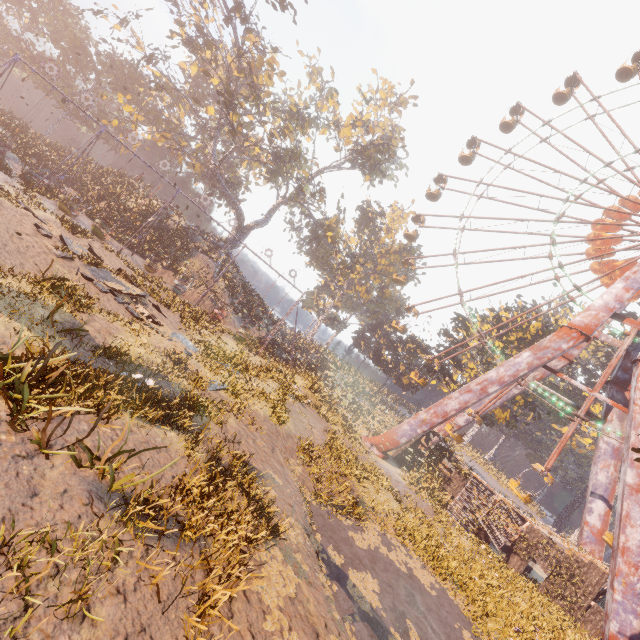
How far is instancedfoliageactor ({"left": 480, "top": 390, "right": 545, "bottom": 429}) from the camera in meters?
32.1 m

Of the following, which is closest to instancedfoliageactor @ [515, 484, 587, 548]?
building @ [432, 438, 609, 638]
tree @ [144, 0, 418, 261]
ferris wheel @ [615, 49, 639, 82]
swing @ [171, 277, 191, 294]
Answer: building @ [432, 438, 609, 638]

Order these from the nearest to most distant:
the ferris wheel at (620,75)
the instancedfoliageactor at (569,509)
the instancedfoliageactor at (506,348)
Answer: the instancedfoliageactor at (569,509), the ferris wheel at (620,75), the instancedfoliageactor at (506,348)

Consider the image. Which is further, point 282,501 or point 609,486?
point 609,486

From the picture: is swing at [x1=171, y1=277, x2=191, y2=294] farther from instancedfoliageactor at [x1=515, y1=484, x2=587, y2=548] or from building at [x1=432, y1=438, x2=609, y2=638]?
building at [x1=432, y1=438, x2=609, y2=638]

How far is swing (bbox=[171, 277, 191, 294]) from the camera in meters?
23.7

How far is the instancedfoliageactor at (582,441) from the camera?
45.2 meters

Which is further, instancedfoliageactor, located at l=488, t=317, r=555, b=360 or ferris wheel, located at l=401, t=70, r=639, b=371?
instancedfoliageactor, located at l=488, t=317, r=555, b=360
